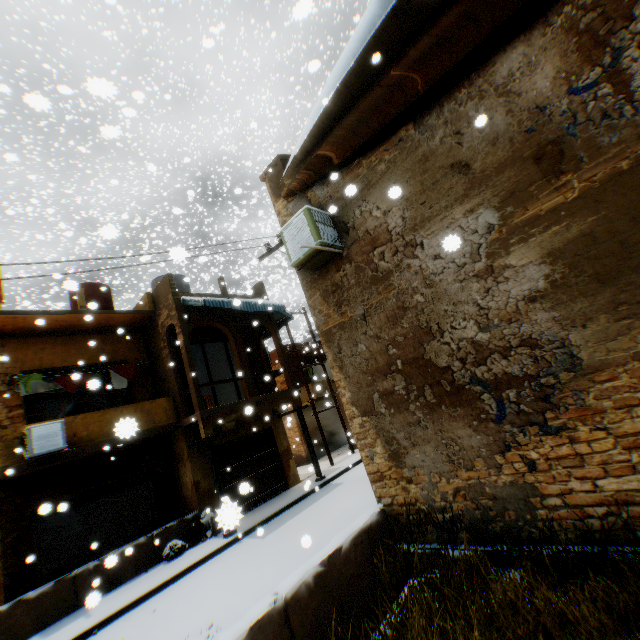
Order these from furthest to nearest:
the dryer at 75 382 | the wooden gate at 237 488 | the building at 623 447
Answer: the wooden gate at 237 488 < the dryer at 75 382 < the building at 623 447

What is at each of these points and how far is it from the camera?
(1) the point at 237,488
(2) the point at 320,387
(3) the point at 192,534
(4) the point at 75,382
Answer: (1) wooden gate, 12.8 meters
(2) balcony, 10.4 meters
(3) trash bag, 10.7 meters
(4) dryer, 11.2 meters

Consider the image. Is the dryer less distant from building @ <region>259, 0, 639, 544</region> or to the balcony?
building @ <region>259, 0, 639, 544</region>

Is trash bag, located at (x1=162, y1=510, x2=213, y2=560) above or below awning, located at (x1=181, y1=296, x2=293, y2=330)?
below

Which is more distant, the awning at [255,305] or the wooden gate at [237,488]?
the wooden gate at [237,488]

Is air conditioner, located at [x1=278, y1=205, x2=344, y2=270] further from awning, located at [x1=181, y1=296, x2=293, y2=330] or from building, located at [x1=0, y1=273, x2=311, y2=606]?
awning, located at [x1=181, y1=296, x2=293, y2=330]

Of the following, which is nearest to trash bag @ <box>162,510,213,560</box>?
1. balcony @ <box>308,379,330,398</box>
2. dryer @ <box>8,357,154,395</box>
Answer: dryer @ <box>8,357,154,395</box>

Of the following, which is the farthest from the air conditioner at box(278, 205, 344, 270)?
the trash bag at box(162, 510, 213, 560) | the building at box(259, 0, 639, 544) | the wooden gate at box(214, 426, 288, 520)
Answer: the trash bag at box(162, 510, 213, 560)
